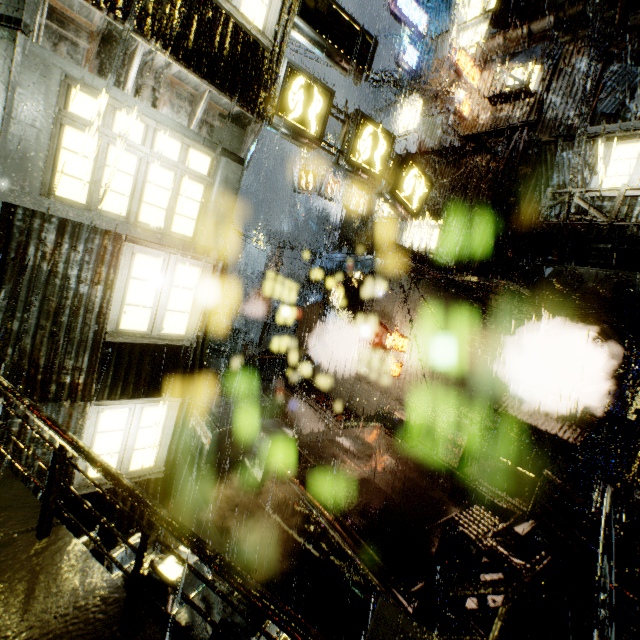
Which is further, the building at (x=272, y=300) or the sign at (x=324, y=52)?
the building at (x=272, y=300)

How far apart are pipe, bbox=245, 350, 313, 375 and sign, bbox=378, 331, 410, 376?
6.8 meters

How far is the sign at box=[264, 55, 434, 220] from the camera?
7.1m

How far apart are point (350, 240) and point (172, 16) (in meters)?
18.08

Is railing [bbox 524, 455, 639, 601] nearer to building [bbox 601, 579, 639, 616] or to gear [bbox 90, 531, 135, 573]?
building [bbox 601, 579, 639, 616]

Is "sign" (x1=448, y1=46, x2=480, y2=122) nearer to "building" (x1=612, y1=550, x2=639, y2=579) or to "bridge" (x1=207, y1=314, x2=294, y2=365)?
"building" (x1=612, y1=550, x2=639, y2=579)

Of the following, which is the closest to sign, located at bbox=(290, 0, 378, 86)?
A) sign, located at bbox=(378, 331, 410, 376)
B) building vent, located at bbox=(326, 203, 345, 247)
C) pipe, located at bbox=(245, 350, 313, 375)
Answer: sign, located at bbox=(378, 331, 410, 376)

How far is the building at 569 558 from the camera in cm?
829
